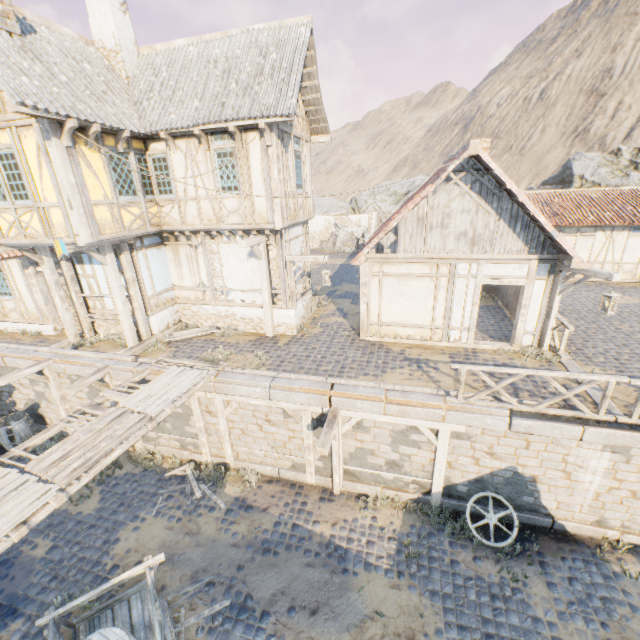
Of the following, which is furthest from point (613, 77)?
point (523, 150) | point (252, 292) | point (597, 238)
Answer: point (252, 292)

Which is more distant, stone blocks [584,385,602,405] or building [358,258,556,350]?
building [358,258,556,350]

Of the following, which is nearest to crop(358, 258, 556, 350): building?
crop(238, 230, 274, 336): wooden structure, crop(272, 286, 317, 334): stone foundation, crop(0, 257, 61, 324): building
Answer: → crop(272, 286, 317, 334): stone foundation

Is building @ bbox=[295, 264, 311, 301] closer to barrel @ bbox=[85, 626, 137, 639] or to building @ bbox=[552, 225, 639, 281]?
building @ bbox=[552, 225, 639, 281]

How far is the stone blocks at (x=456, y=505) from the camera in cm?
870

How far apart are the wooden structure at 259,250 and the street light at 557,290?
8.66m

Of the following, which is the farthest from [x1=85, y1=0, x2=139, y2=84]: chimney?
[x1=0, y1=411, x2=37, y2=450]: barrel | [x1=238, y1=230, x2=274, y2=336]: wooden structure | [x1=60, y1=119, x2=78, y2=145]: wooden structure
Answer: [x1=0, y1=411, x2=37, y2=450]: barrel

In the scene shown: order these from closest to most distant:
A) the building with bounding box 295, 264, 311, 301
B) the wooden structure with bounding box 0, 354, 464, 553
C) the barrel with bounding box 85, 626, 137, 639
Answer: the barrel with bounding box 85, 626, 137, 639, the wooden structure with bounding box 0, 354, 464, 553, the building with bounding box 295, 264, 311, 301
